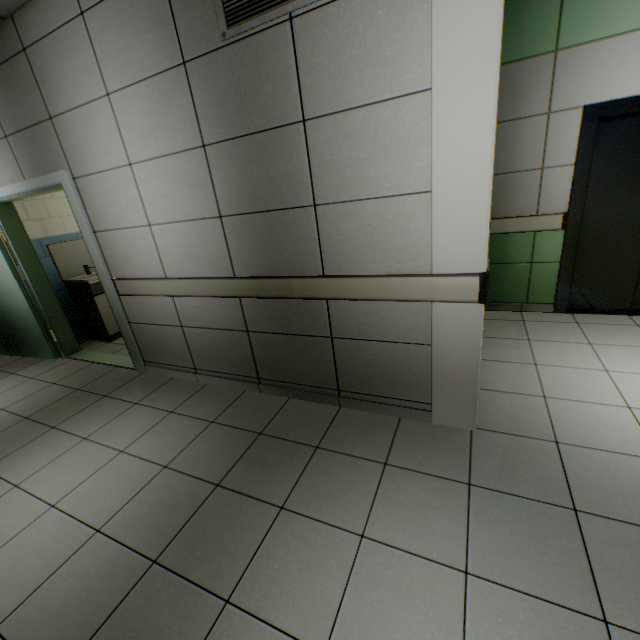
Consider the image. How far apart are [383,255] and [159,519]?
2.14m

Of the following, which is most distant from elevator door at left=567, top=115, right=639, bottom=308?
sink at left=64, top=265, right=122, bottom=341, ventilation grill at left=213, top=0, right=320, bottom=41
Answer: sink at left=64, top=265, right=122, bottom=341

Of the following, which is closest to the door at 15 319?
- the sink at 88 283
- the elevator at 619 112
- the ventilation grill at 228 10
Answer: the sink at 88 283

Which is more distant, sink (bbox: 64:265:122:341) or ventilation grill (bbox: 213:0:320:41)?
sink (bbox: 64:265:122:341)

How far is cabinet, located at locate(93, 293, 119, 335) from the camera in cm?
464

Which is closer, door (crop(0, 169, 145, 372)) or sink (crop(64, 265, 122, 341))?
door (crop(0, 169, 145, 372))

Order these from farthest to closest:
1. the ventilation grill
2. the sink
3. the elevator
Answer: the sink < the elevator < the ventilation grill

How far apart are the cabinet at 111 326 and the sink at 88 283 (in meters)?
0.01
